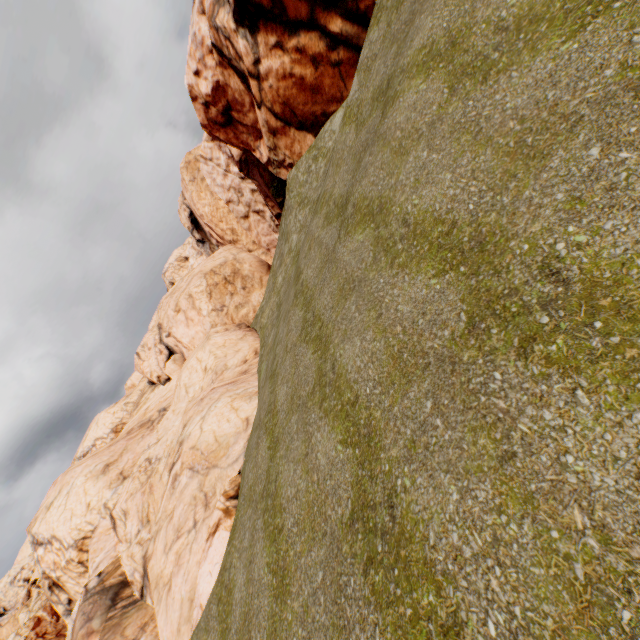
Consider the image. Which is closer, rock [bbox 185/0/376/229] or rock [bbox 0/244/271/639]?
rock [bbox 0/244/271/639]

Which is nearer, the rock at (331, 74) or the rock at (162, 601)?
the rock at (162, 601)

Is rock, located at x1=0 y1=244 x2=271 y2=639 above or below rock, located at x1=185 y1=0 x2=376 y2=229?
below

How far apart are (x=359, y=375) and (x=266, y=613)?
4.5 meters

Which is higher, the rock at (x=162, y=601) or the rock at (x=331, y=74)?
the rock at (x=331, y=74)
